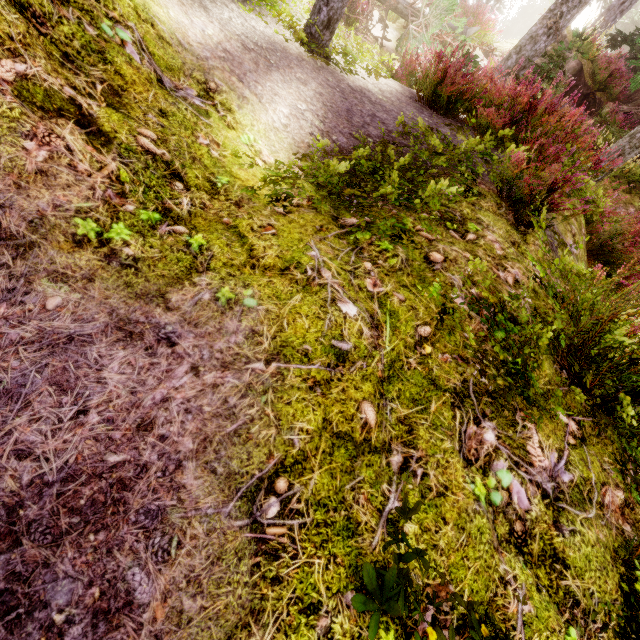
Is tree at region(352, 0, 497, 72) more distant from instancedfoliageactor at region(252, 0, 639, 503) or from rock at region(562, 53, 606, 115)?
rock at region(562, 53, 606, 115)

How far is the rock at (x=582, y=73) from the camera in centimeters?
1161cm

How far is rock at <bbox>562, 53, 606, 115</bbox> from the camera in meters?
11.6 m

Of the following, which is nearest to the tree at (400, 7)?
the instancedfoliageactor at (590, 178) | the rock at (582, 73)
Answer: the instancedfoliageactor at (590, 178)

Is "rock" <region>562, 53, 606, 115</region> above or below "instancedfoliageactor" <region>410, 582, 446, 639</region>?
above

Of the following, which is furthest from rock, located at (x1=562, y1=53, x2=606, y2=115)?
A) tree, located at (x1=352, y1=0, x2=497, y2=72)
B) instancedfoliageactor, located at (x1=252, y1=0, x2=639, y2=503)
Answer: tree, located at (x1=352, y1=0, x2=497, y2=72)

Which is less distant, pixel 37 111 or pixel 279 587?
pixel 279 587
